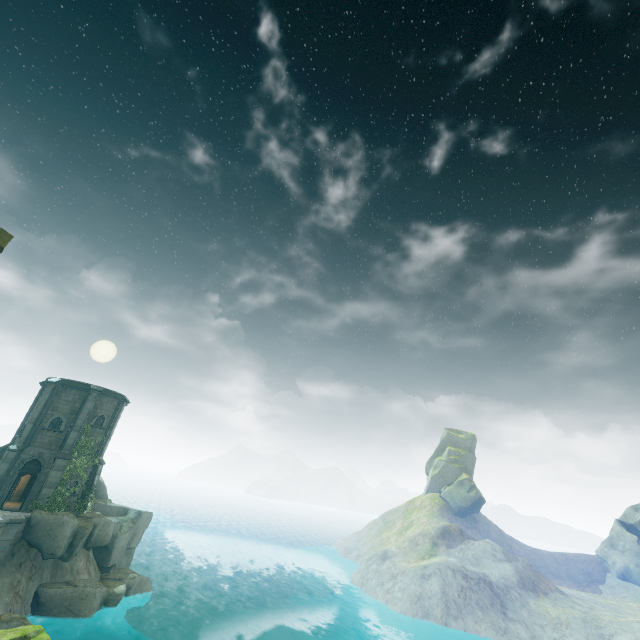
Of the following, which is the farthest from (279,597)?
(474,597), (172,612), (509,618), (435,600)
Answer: (509,618)

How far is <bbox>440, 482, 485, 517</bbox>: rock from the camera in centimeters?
5662cm

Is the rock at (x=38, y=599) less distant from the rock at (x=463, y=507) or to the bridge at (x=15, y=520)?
the bridge at (x=15, y=520)

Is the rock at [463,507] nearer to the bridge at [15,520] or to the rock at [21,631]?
the rock at [21,631]

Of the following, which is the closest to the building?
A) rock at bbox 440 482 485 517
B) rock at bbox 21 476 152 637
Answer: rock at bbox 21 476 152 637

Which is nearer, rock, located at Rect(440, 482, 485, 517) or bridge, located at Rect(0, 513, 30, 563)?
bridge, located at Rect(0, 513, 30, 563)

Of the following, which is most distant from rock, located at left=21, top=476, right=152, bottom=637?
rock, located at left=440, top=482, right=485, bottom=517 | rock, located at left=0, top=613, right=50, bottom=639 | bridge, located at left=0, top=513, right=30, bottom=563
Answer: rock, located at left=440, top=482, right=485, bottom=517

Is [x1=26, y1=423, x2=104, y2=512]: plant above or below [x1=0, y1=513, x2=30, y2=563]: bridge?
above
